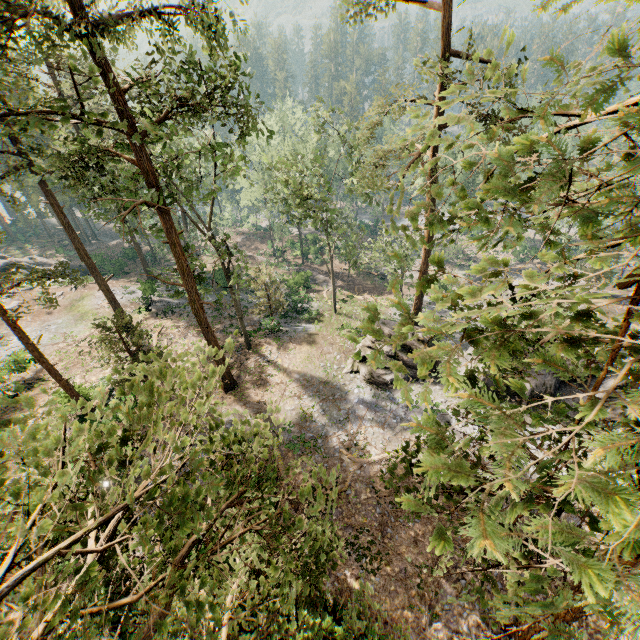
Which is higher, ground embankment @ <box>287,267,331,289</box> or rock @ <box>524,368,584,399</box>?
rock @ <box>524,368,584,399</box>

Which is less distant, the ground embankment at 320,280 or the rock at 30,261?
the rock at 30,261

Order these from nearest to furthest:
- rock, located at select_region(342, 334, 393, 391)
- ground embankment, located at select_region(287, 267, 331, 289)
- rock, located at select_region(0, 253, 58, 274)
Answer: rock, located at select_region(342, 334, 393, 391), rock, located at select_region(0, 253, 58, 274), ground embankment, located at select_region(287, 267, 331, 289)

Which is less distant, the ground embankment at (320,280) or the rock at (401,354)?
the rock at (401,354)

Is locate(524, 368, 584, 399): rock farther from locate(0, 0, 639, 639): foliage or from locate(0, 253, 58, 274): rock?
locate(0, 253, 58, 274): rock

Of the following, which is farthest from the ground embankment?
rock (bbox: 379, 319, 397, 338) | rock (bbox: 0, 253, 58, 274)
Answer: rock (bbox: 0, 253, 58, 274)

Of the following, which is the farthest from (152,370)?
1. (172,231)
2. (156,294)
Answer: (156,294)

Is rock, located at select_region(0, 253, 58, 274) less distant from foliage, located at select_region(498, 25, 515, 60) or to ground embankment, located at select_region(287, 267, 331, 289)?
foliage, located at select_region(498, 25, 515, 60)
